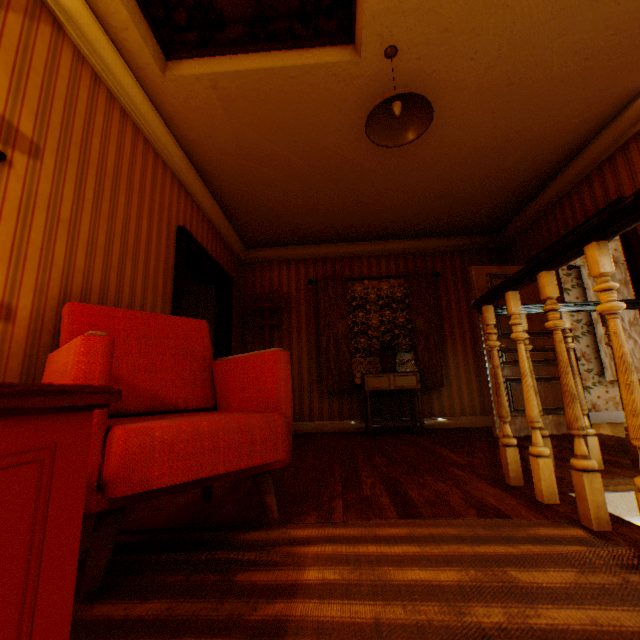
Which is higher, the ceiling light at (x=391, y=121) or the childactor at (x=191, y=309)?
the ceiling light at (x=391, y=121)

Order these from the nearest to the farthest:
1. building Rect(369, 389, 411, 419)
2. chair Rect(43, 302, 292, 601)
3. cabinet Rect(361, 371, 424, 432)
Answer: chair Rect(43, 302, 292, 601) < cabinet Rect(361, 371, 424, 432) < building Rect(369, 389, 411, 419)

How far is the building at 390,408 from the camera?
5.1m

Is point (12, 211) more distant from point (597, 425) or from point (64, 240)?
point (597, 425)

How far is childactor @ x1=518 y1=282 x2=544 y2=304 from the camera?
4.39m

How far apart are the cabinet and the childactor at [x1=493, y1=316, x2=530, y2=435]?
0.8 meters

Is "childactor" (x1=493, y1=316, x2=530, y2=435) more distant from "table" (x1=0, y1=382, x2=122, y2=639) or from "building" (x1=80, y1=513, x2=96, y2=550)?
"table" (x1=0, y1=382, x2=122, y2=639)

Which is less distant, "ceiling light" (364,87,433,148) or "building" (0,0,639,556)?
"building" (0,0,639,556)
